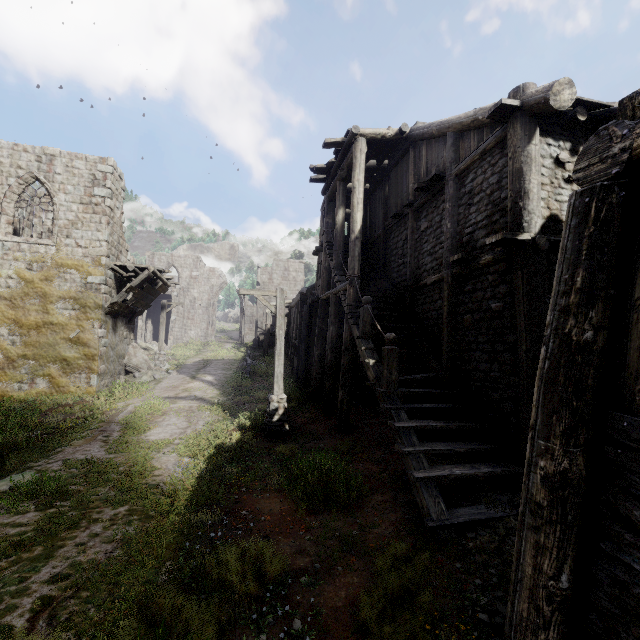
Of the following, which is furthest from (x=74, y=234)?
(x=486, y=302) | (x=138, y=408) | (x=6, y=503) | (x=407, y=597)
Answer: (x=407, y=597)

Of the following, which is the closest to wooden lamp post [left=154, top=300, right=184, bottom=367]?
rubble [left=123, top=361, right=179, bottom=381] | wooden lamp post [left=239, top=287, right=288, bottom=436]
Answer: rubble [left=123, top=361, right=179, bottom=381]

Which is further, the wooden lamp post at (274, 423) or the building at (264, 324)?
the building at (264, 324)

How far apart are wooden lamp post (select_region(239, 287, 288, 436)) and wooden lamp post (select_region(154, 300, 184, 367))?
13.15m

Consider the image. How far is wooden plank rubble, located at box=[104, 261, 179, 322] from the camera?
15.7 meters

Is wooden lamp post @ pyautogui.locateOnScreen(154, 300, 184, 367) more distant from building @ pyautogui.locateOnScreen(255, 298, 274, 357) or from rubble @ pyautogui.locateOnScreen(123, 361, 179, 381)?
building @ pyautogui.locateOnScreen(255, 298, 274, 357)

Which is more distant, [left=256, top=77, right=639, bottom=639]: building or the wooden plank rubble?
the wooden plank rubble

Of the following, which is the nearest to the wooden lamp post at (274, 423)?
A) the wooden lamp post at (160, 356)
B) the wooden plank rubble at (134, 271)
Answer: the wooden plank rubble at (134, 271)
